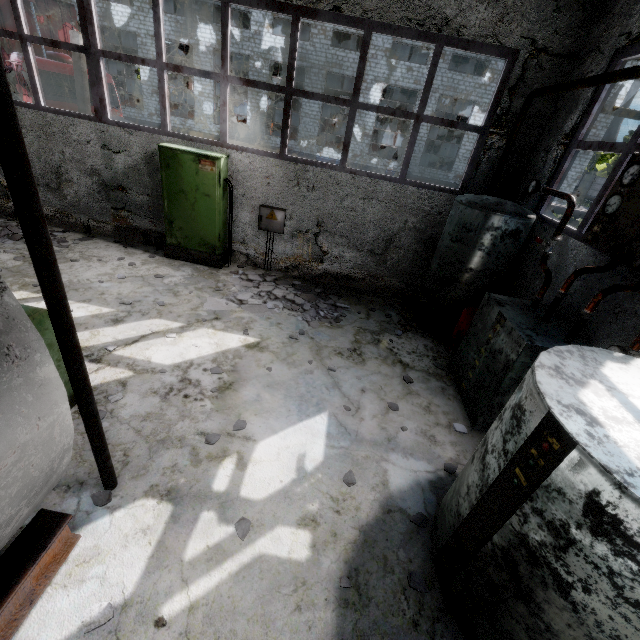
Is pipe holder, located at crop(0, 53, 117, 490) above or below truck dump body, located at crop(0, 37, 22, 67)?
below

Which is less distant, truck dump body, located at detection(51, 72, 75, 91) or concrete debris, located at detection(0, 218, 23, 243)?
concrete debris, located at detection(0, 218, 23, 243)

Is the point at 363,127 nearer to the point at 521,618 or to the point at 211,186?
the point at 211,186

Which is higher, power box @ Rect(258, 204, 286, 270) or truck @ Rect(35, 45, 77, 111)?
truck @ Rect(35, 45, 77, 111)

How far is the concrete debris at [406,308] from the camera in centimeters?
685cm

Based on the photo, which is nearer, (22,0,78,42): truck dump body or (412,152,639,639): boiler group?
(412,152,639,639): boiler group

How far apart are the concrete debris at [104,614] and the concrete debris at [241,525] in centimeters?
104cm

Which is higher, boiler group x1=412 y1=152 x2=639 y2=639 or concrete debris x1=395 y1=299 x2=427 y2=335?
boiler group x1=412 y1=152 x2=639 y2=639
